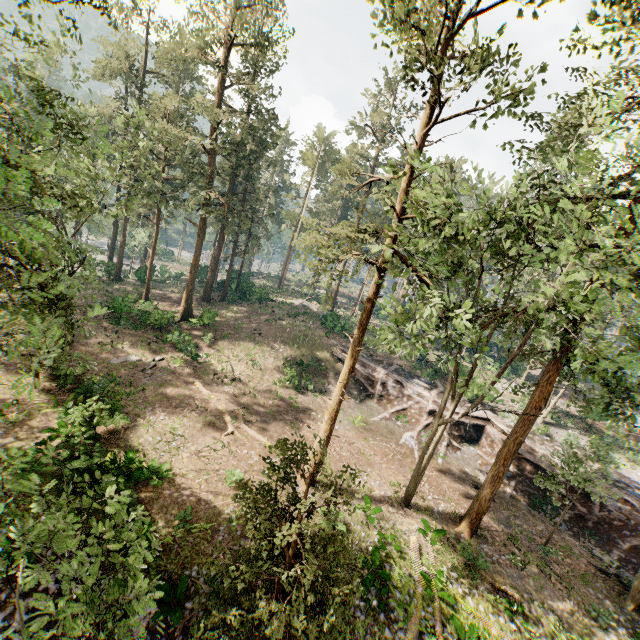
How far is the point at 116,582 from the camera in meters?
5.9

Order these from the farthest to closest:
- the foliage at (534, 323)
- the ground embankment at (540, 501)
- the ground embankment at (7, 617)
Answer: the ground embankment at (540, 501) < the ground embankment at (7, 617) < the foliage at (534, 323)

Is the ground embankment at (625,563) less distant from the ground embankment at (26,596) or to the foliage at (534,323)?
the foliage at (534,323)

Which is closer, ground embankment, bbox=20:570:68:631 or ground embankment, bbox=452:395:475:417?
ground embankment, bbox=20:570:68:631

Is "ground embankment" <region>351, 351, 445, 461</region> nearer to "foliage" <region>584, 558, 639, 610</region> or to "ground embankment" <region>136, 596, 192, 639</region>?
"foliage" <region>584, 558, 639, 610</region>

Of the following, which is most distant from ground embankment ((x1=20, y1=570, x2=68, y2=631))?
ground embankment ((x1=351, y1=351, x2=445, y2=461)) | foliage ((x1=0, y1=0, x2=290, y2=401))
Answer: ground embankment ((x1=351, y1=351, x2=445, y2=461))

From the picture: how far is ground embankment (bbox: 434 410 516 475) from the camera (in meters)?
25.98
